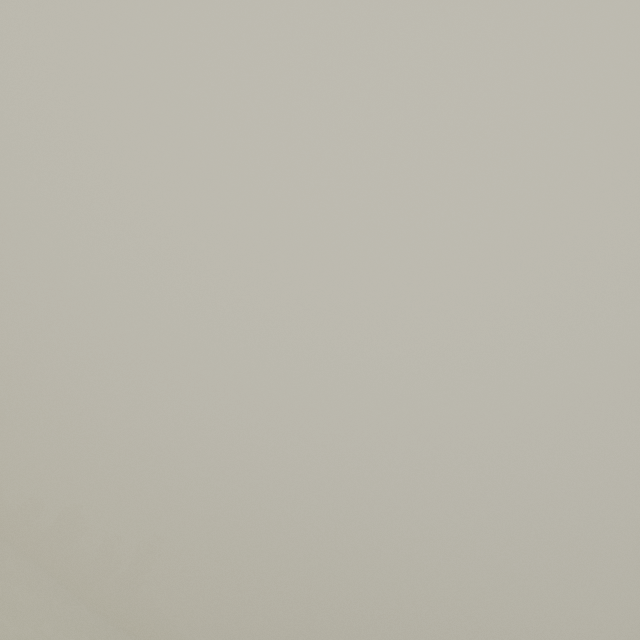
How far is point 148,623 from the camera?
42.3m
